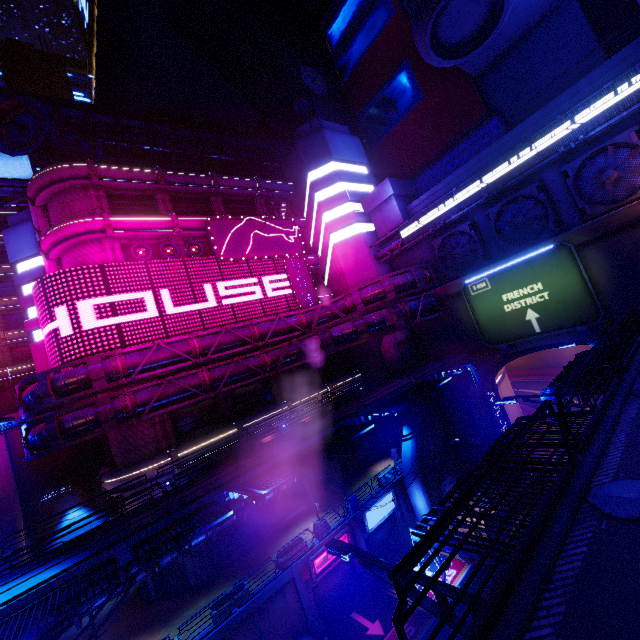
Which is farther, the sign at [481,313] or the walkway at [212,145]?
the walkway at [212,145]

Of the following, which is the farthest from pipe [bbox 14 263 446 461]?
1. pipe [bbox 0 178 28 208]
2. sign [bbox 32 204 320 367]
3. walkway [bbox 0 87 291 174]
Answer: walkway [bbox 0 87 291 174]

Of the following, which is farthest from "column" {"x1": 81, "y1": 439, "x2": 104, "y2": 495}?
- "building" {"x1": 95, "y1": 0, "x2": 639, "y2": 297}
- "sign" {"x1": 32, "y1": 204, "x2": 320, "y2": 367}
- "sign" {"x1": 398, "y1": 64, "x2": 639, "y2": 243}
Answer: "sign" {"x1": 398, "y1": 64, "x2": 639, "y2": 243}

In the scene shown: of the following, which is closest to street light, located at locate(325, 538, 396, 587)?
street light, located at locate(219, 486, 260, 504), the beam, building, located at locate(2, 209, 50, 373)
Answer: street light, located at locate(219, 486, 260, 504)

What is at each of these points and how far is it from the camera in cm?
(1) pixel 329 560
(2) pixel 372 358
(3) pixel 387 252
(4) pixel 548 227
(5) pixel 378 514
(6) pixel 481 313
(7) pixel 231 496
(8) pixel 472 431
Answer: (1) sign, 2147
(2) building, 3353
(3) pipe, 3244
(4) vent, 2305
(5) sign, 2472
(6) sign, 2511
(7) street light, 1255
(8) wall arch, 2834

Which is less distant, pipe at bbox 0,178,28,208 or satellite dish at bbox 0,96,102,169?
satellite dish at bbox 0,96,102,169

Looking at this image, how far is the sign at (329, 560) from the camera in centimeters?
2055cm

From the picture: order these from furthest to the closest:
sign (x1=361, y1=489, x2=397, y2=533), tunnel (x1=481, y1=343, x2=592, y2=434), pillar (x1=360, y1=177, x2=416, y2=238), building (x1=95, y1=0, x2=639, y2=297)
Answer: pillar (x1=360, y1=177, x2=416, y2=238), tunnel (x1=481, y1=343, x2=592, y2=434), building (x1=95, y1=0, x2=639, y2=297), sign (x1=361, y1=489, x2=397, y2=533)
